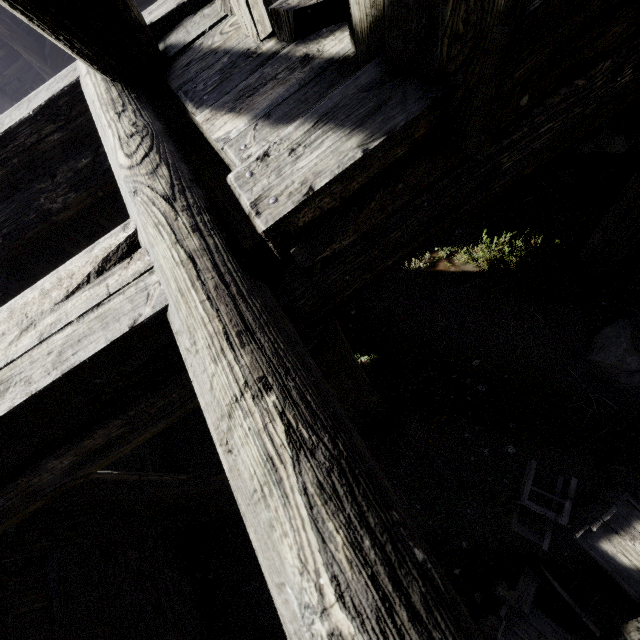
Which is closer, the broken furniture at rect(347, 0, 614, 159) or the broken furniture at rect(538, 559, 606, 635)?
the broken furniture at rect(347, 0, 614, 159)

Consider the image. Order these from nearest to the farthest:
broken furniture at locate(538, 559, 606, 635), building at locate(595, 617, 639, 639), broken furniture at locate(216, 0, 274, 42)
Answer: building at locate(595, 617, 639, 639)
broken furniture at locate(216, 0, 274, 42)
broken furniture at locate(538, 559, 606, 635)

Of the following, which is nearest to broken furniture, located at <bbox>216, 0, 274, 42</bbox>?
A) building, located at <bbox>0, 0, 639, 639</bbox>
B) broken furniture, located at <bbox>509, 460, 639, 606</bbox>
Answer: building, located at <bbox>0, 0, 639, 639</bbox>

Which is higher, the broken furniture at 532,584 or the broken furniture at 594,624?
the broken furniture at 594,624

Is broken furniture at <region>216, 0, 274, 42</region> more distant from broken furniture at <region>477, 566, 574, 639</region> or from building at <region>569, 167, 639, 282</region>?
broken furniture at <region>477, 566, 574, 639</region>

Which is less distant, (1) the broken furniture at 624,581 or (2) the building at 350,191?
(2) the building at 350,191

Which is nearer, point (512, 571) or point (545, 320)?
point (512, 571)

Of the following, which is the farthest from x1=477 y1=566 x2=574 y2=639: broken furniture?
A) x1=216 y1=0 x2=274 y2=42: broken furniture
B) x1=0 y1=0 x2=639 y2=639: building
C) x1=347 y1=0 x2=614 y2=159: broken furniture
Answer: x1=216 y1=0 x2=274 y2=42: broken furniture
